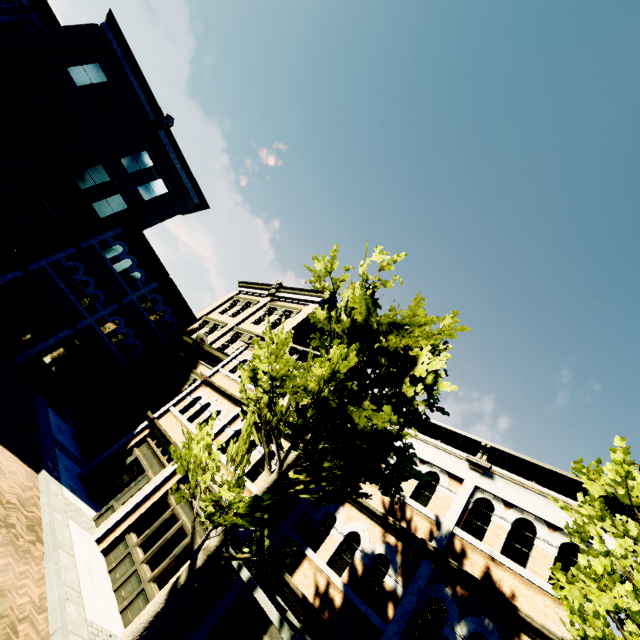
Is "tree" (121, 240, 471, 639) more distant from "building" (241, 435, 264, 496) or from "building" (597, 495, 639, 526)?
"building" (241, 435, 264, 496)

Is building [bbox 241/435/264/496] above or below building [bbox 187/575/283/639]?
above

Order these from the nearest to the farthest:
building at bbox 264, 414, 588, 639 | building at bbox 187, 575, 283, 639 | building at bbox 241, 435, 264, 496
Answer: building at bbox 264, 414, 588, 639, building at bbox 187, 575, 283, 639, building at bbox 241, 435, 264, 496

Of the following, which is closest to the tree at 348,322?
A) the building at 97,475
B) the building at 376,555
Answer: the building at 376,555

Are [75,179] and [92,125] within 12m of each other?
yes

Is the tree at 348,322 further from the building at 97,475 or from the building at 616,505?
the building at 97,475

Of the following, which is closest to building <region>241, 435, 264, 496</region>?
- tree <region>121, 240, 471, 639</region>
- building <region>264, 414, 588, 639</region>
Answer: building <region>264, 414, 588, 639</region>
